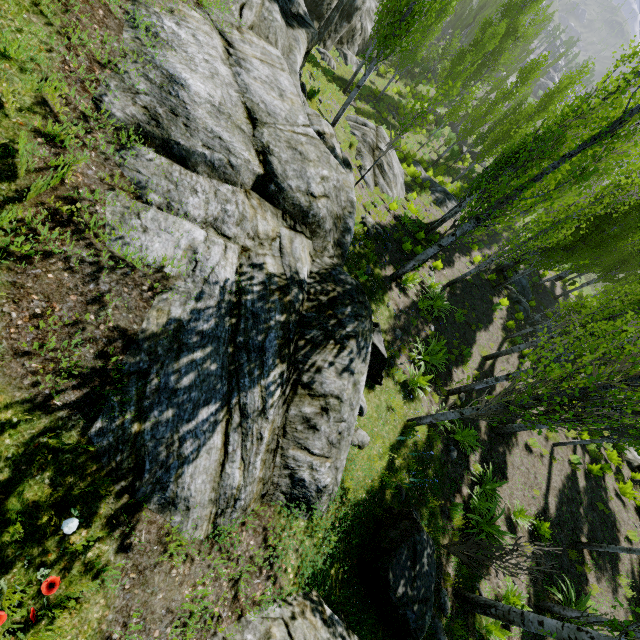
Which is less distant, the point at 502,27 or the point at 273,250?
the point at 273,250

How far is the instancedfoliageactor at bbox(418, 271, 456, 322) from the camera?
13.0m

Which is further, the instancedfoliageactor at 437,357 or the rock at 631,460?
the rock at 631,460

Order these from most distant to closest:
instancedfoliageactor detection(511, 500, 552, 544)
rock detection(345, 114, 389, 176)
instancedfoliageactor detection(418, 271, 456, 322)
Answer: rock detection(345, 114, 389, 176)
instancedfoliageactor detection(418, 271, 456, 322)
instancedfoliageactor detection(511, 500, 552, 544)

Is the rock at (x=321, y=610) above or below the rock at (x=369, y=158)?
above

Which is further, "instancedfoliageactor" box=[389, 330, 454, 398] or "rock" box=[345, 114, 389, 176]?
"rock" box=[345, 114, 389, 176]

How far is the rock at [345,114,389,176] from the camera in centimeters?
1559cm

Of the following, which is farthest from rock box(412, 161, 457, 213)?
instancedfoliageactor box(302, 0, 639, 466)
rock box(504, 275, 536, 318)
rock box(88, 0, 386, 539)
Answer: rock box(88, 0, 386, 539)
